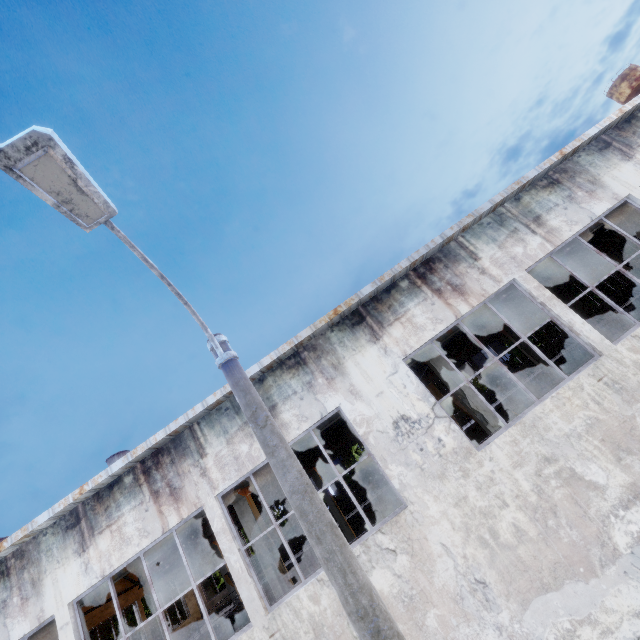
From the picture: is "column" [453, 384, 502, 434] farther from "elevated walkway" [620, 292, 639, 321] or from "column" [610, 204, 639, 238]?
"column" [610, 204, 639, 238]

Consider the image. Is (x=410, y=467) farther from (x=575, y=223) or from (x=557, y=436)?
(x=575, y=223)

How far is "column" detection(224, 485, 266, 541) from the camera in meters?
10.0

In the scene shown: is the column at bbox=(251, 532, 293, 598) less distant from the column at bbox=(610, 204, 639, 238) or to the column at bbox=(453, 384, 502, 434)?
the column at bbox=(453, 384, 502, 434)

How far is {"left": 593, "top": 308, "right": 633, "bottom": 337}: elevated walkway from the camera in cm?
1635

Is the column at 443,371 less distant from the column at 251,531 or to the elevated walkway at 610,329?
the elevated walkway at 610,329

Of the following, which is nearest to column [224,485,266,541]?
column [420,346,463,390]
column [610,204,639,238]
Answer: column [420,346,463,390]

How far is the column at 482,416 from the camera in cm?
989
